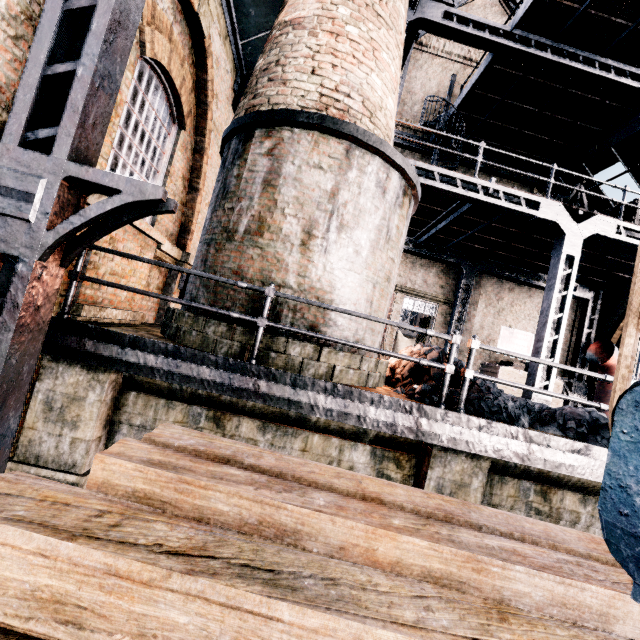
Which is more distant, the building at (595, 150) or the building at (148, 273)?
the building at (595, 150)

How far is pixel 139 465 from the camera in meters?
1.6

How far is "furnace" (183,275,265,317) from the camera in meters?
5.3

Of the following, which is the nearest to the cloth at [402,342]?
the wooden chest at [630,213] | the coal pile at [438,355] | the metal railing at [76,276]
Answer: the coal pile at [438,355]

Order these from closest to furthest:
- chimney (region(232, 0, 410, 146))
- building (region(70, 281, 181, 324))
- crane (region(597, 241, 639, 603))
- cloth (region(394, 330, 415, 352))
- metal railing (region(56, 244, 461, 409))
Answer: crane (region(597, 241, 639, 603)) → metal railing (region(56, 244, 461, 409)) → building (region(70, 281, 181, 324)) → chimney (region(232, 0, 410, 146)) → cloth (region(394, 330, 415, 352))

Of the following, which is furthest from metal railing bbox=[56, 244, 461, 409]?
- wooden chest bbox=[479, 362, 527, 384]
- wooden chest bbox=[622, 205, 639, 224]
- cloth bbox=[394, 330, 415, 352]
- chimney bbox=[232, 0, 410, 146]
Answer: cloth bbox=[394, 330, 415, 352]

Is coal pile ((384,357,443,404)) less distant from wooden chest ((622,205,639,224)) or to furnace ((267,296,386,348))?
furnace ((267,296,386,348))

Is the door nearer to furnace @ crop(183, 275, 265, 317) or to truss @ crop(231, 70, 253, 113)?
truss @ crop(231, 70, 253, 113)
